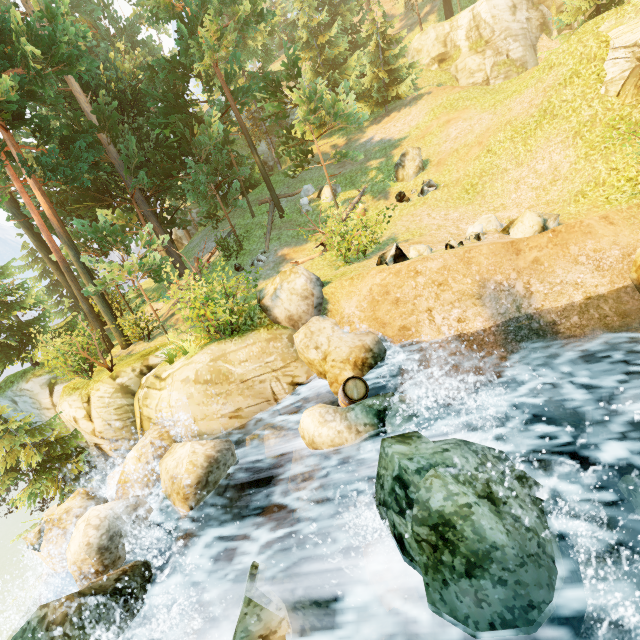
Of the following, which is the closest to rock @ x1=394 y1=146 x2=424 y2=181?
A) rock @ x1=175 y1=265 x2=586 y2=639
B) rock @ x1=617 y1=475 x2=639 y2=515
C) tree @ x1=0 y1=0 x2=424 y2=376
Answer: tree @ x1=0 y1=0 x2=424 y2=376

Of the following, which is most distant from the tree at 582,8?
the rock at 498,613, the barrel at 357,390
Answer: the barrel at 357,390

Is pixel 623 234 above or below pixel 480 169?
below

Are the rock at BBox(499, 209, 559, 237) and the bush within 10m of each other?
yes

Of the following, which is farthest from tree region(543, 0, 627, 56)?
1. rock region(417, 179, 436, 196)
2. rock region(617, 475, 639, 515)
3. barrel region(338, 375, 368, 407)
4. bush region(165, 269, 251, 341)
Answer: rock region(617, 475, 639, 515)

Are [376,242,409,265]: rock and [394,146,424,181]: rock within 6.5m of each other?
no

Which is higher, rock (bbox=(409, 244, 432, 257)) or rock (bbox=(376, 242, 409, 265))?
rock (bbox=(376, 242, 409, 265))

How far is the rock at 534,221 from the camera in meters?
10.1
